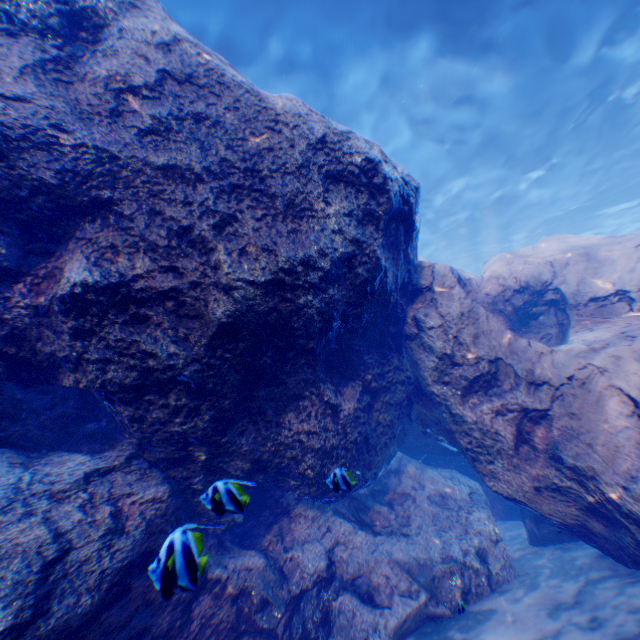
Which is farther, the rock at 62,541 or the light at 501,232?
the light at 501,232

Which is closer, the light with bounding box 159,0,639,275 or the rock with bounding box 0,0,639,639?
the rock with bounding box 0,0,639,639

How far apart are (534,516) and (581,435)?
2.4m

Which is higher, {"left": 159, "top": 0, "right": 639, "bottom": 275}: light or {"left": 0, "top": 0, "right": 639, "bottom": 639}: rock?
{"left": 159, "top": 0, "right": 639, "bottom": 275}: light

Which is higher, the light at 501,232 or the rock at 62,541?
the light at 501,232
